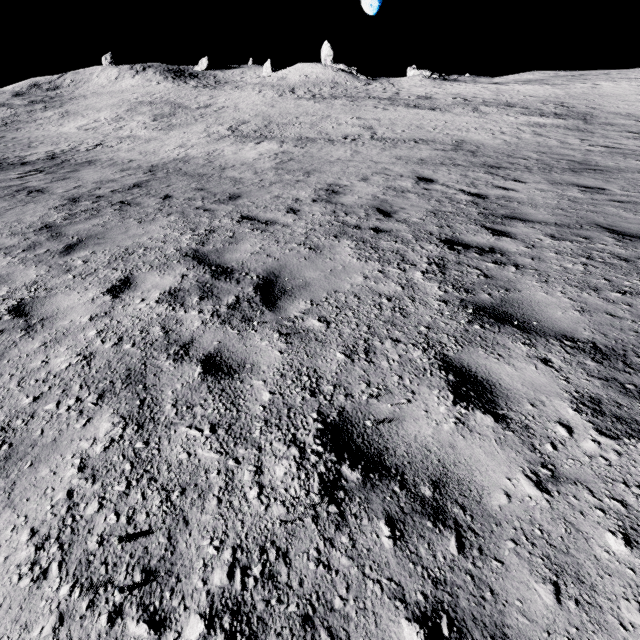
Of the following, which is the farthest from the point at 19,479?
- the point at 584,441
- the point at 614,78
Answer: the point at 614,78
